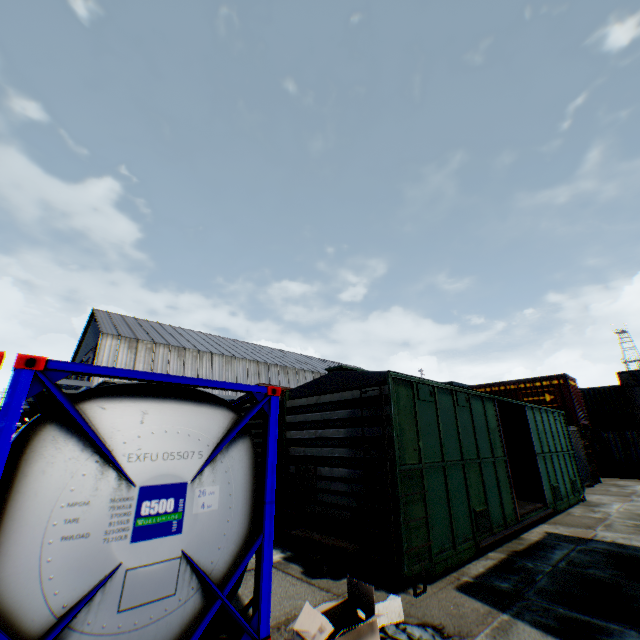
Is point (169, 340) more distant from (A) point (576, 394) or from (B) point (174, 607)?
(A) point (576, 394)

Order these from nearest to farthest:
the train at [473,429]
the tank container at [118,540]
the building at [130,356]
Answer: the tank container at [118,540]
the train at [473,429]
the building at [130,356]

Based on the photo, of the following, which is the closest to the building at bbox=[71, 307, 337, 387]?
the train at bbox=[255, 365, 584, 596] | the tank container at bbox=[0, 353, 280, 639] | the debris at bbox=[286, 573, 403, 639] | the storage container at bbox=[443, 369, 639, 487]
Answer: the storage container at bbox=[443, 369, 639, 487]

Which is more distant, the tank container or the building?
the building

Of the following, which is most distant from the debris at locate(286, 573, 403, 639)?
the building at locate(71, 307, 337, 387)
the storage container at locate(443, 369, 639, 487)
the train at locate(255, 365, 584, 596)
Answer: the building at locate(71, 307, 337, 387)

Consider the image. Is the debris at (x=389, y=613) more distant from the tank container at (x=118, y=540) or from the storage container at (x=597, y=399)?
the storage container at (x=597, y=399)

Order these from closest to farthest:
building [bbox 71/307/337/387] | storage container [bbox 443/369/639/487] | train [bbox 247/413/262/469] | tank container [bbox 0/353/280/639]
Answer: tank container [bbox 0/353/280/639] → storage container [bbox 443/369/639/487] → train [bbox 247/413/262/469] → building [bbox 71/307/337/387]
